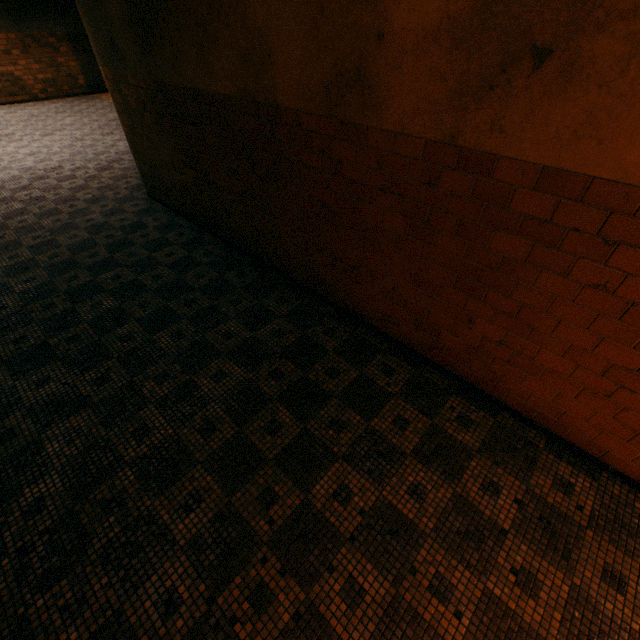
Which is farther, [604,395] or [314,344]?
[314,344]
